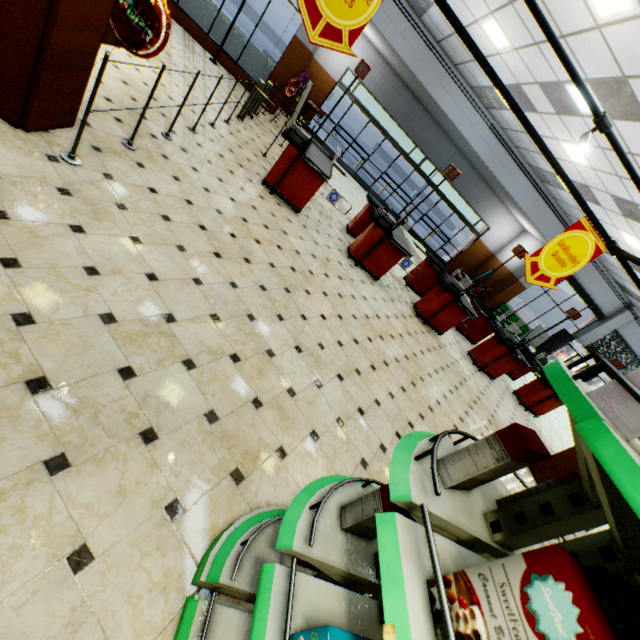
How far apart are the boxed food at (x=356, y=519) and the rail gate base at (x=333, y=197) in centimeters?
610cm

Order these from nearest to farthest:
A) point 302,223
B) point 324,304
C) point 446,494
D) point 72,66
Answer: point 446,494, point 72,66, point 324,304, point 302,223

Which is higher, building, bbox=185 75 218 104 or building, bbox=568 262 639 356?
building, bbox=568 262 639 356

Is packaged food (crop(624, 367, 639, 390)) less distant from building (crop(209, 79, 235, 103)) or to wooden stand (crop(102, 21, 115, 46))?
building (crop(209, 79, 235, 103))

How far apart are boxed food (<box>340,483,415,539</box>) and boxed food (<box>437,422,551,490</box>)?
0.3 meters

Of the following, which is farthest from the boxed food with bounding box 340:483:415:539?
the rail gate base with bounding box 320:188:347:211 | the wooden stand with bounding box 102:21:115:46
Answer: the rail gate base with bounding box 320:188:347:211

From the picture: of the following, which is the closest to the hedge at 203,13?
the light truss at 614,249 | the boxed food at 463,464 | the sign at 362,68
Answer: the sign at 362,68

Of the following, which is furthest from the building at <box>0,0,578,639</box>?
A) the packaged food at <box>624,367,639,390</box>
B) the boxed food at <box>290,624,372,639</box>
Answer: the packaged food at <box>624,367,639,390</box>
